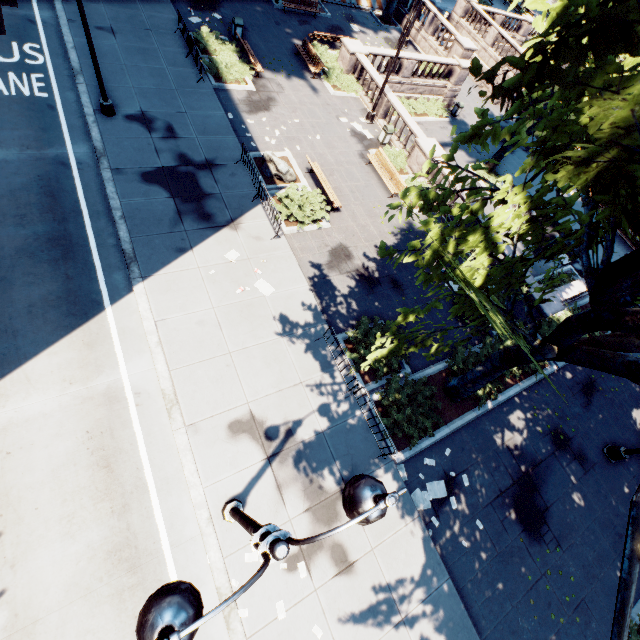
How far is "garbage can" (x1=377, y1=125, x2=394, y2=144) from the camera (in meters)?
18.52

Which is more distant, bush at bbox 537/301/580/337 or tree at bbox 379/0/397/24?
tree at bbox 379/0/397/24

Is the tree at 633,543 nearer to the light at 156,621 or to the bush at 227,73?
the light at 156,621

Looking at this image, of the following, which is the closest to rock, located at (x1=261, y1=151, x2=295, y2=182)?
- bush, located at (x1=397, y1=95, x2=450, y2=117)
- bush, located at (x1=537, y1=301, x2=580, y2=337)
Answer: bush, located at (x1=397, y1=95, x2=450, y2=117)

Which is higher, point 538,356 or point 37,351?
point 538,356

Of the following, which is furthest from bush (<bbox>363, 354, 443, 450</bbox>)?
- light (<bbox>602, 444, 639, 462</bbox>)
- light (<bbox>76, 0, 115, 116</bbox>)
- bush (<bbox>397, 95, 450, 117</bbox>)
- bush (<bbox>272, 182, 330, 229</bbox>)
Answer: light (<bbox>76, 0, 115, 116</bbox>)

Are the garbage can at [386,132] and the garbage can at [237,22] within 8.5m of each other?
no

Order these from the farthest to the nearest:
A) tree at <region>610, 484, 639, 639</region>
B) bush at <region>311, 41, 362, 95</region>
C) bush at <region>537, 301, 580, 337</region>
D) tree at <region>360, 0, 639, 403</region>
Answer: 1. bush at <region>311, 41, 362, 95</region>
2. bush at <region>537, 301, 580, 337</region>
3. tree at <region>360, 0, 639, 403</region>
4. tree at <region>610, 484, 639, 639</region>
